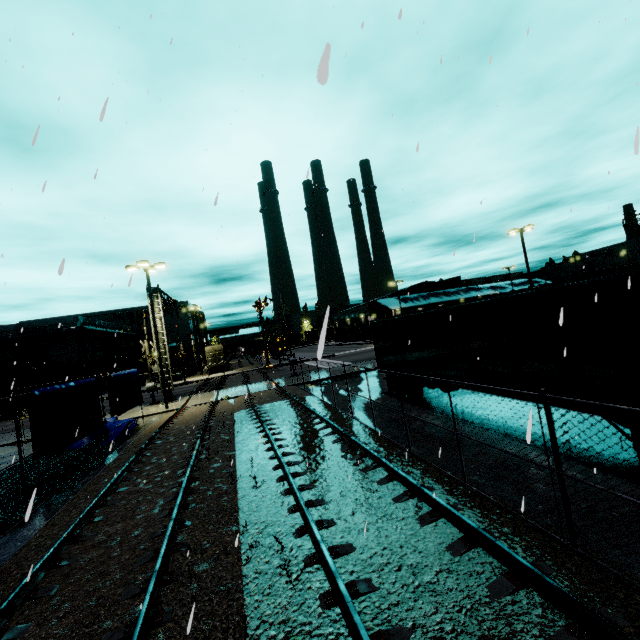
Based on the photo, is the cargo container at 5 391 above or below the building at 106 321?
below

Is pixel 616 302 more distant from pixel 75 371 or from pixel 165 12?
pixel 75 371

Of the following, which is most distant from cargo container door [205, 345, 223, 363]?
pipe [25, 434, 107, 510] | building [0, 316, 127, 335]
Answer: pipe [25, 434, 107, 510]

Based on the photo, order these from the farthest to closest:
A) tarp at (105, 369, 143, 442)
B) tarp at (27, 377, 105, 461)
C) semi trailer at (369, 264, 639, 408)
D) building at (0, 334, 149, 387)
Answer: building at (0, 334, 149, 387) → tarp at (105, 369, 143, 442) → tarp at (27, 377, 105, 461) → semi trailer at (369, 264, 639, 408)

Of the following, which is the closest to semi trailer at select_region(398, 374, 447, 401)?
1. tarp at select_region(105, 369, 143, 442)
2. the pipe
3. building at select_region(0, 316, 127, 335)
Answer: building at select_region(0, 316, 127, 335)

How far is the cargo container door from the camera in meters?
47.4 m

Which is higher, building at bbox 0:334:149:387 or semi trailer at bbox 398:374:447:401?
building at bbox 0:334:149:387

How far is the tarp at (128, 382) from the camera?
14.5 meters
